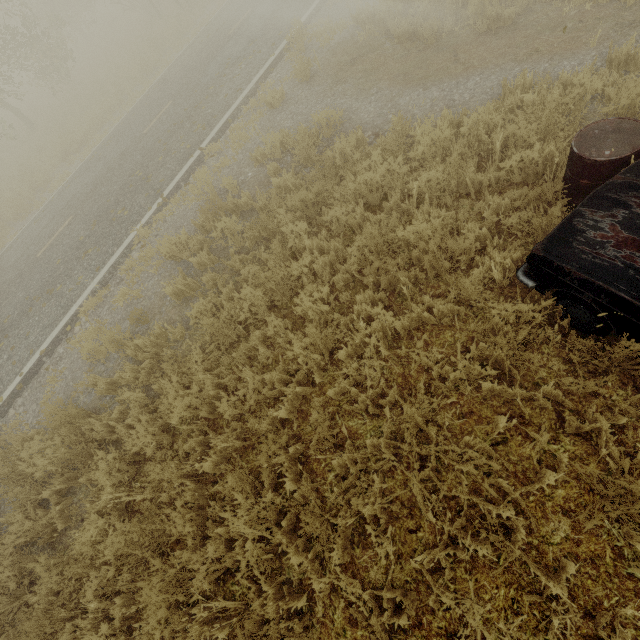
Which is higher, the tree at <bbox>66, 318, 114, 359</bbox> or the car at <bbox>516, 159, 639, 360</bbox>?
the car at <bbox>516, 159, 639, 360</bbox>

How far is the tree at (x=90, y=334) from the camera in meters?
5.3

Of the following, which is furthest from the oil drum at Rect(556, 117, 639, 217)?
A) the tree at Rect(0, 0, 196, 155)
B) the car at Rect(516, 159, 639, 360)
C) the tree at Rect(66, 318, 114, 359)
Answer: the tree at Rect(0, 0, 196, 155)

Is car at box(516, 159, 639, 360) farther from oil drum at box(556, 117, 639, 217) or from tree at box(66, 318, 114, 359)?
tree at box(66, 318, 114, 359)

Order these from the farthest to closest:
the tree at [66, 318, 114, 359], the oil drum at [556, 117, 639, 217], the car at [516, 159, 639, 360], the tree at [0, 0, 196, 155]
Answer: the tree at [0, 0, 196, 155] → the tree at [66, 318, 114, 359] → the oil drum at [556, 117, 639, 217] → the car at [516, 159, 639, 360]

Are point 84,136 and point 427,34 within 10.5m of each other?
no

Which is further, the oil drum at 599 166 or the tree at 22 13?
the tree at 22 13

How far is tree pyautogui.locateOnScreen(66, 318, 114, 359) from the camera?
5.3 meters
